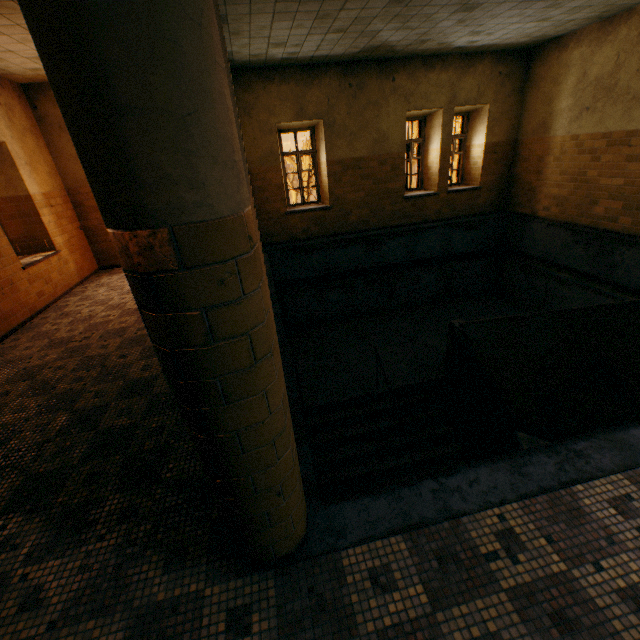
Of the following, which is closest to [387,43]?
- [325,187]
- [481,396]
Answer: [325,187]
